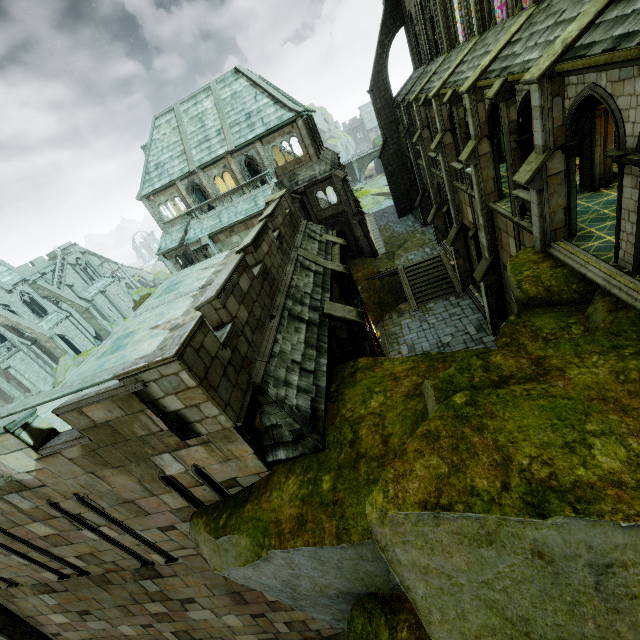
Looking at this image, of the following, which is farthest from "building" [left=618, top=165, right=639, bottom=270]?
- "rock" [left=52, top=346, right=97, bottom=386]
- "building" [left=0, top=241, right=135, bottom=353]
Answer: "rock" [left=52, top=346, right=97, bottom=386]

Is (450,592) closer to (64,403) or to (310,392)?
(310,392)

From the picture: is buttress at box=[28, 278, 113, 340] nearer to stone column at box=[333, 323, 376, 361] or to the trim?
stone column at box=[333, 323, 376, 361]

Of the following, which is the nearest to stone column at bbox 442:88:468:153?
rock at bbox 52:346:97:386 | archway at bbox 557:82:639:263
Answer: archway at bbox 557:82:639:263

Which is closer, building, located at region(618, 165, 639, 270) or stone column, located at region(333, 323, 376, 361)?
building, located at region(618, 165, 639, 270)

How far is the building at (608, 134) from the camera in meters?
11.9

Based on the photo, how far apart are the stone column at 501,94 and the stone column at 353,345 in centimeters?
876cm

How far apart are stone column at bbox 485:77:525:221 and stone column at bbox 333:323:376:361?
8.76m
